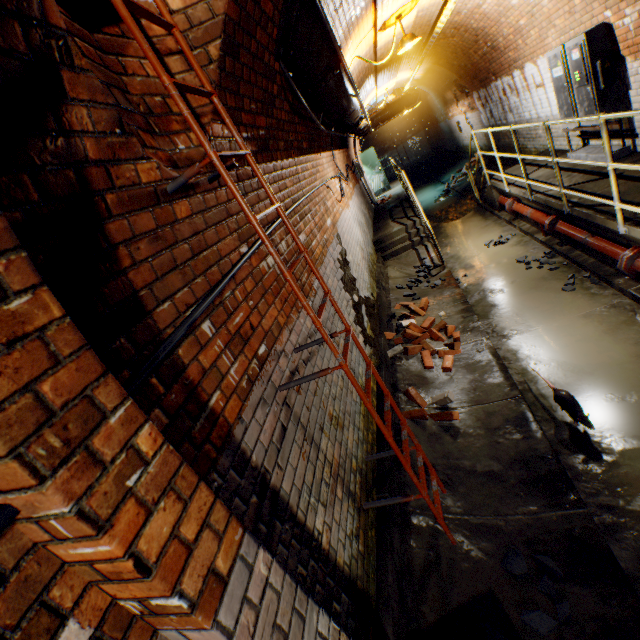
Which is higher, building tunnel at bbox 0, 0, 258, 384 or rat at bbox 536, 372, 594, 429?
building tunnel at bbox 0, 0, 258, 384

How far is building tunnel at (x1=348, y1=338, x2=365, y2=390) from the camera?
3.5 meters

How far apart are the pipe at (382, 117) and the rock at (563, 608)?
11.87m

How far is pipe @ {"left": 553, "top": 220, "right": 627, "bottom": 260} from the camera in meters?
4.1

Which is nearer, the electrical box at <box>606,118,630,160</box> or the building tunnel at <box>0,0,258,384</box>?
the building tunnel at <box>0,0,258,384</box>

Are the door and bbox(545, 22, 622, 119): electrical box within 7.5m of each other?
no

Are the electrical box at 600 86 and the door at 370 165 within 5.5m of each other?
no

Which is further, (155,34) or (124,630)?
(155,34)
